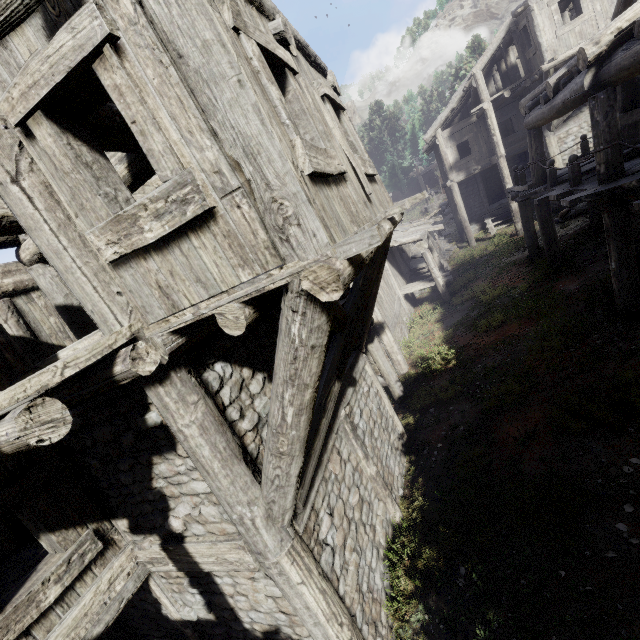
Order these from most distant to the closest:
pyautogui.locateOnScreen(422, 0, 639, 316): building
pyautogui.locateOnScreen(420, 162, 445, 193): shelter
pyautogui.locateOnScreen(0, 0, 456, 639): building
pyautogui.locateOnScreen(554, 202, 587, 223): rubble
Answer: pyautogui.locateOnScreen(420, 162, 445, 193): shelter, pyautogui.locateOnScreen(554, 202, 587, 223): rubble, pyautogui.locateOnScreen(422, 0, 639, 316): building, pyautogui.locateOnScreen(0, 0, 456, 639): building

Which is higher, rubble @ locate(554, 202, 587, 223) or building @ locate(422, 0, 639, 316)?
building @ locate(422, 0, 639, 316)

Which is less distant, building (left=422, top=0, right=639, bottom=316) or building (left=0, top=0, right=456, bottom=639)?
building (left=0, top=0, right=456, bottom=639)

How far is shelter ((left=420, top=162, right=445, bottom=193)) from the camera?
37.81m

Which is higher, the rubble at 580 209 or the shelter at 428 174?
the shelter at 428 174

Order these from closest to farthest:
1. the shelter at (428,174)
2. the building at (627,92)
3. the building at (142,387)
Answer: the building at (142,387)
the building at (627,92)
the shelter at (428,174)

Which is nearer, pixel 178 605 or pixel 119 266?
pixel 119 266

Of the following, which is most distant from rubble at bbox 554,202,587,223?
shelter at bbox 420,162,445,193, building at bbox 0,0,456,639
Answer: shelter at bbox 420,162,445,193
